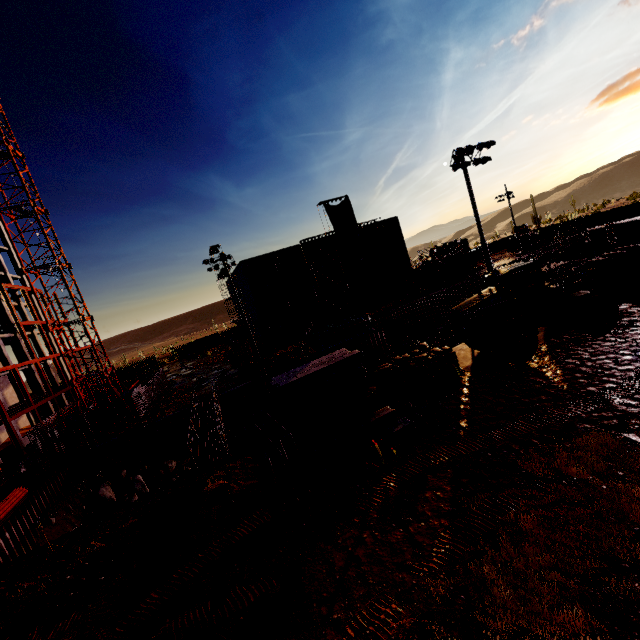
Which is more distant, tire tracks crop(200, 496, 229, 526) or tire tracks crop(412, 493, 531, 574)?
tire tracks crop(200, 496, 229, 526)

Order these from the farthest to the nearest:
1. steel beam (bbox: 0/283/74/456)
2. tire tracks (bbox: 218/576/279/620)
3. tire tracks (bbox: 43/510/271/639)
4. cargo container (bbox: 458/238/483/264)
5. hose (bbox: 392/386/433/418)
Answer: cargo container (bbox: 458/238/483/264)
steel beam (bbox: 0/283/74/456)
hose (bbox: 392/386/433/418)
tire tracks (bbox: 43/510/271/639)
tire tracks (bbox: 218/576/279/620)

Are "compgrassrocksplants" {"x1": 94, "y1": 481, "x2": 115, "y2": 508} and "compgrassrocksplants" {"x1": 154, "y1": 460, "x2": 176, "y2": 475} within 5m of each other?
yes

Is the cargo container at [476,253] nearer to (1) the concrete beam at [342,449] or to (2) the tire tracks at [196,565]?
(1) the concrete beam at [342,449]

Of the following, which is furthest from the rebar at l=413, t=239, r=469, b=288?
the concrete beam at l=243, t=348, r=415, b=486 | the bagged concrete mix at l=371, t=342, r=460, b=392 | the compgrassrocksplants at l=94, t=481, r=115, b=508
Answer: the compgrassrocksplants at l=94, t=481, r=115, b=508

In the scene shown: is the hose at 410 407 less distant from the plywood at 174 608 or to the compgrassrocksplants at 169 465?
the plywood at 174 608

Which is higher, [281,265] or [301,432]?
[281,265]

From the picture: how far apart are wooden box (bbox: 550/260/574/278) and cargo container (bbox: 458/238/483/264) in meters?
39.5 m
